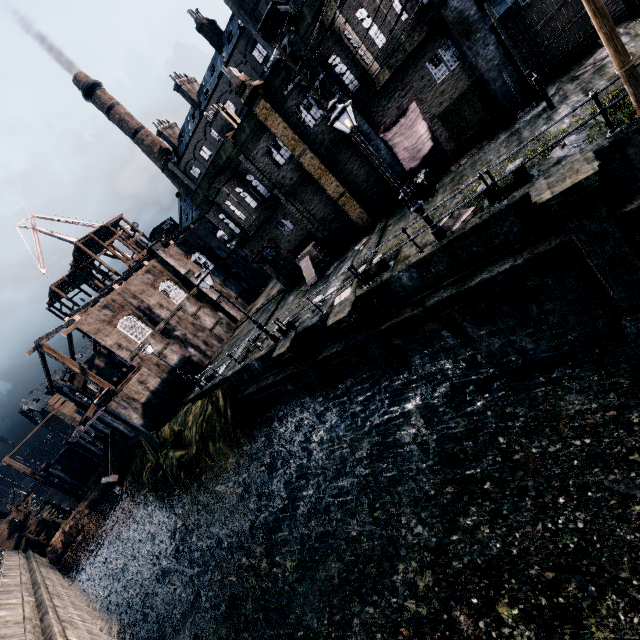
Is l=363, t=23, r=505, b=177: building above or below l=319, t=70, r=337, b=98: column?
below

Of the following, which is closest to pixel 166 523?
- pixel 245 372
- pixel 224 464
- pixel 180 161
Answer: pixel 224 464

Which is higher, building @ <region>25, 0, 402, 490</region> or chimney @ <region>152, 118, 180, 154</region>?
chimney @ <region>152, 118, 180, 154</region>

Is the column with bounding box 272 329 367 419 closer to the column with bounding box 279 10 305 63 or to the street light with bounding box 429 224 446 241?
the street light with bounding box 429 224 446 241

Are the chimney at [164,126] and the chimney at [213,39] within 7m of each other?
no

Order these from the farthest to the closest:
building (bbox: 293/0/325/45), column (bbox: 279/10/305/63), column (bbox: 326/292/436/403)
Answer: column (bbox: 279/10/305/63)
building (bbox: 293/0/325/45)
column (bbox: 326/292/436/403)

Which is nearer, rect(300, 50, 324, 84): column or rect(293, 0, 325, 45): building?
rect(293, 0, 325, 45): building

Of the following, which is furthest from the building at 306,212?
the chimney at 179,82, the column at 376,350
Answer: the column at 376,350
